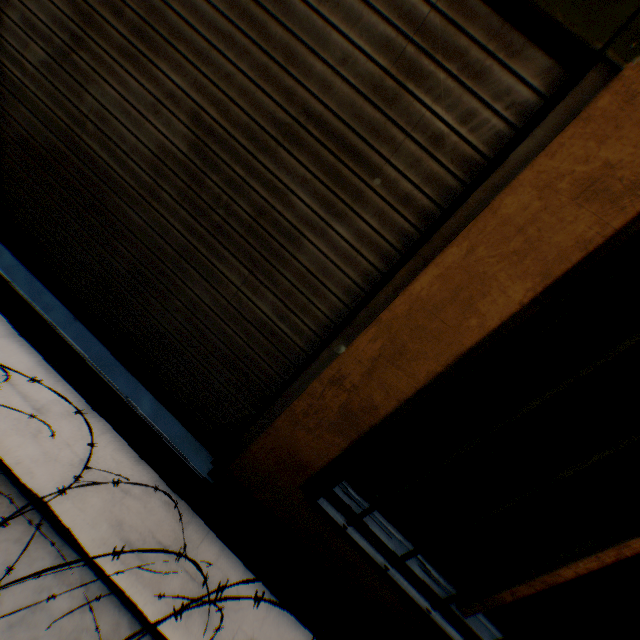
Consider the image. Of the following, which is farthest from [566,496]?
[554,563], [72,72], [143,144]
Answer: [72,72]

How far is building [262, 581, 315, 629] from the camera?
1.81m

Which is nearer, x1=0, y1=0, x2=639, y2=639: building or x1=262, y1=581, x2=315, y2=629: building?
x1=0, y1=0, x2=639, y2=639: building

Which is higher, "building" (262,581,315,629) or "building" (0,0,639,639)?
"building" (0,0,639,639)

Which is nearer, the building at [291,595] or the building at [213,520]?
the building at [213,520]

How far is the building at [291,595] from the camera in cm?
181
